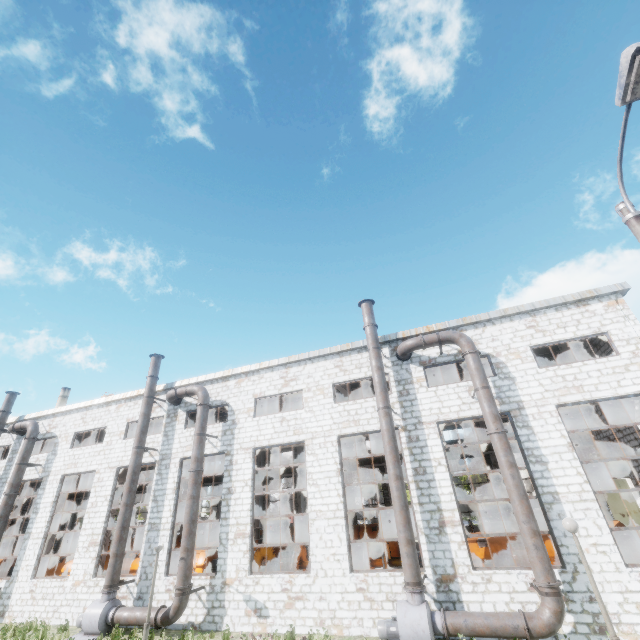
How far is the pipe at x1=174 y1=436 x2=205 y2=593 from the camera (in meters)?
13.40

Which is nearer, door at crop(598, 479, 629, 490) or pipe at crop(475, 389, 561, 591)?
pipe at crop(475, 389, 561, 591)

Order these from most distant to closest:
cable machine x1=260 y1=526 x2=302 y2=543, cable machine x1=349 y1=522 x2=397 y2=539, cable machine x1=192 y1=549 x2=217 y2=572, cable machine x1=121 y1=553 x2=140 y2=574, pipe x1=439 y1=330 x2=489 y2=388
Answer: cable machine x1=260 y1=526 x2=302 y2=543
cable machine x1=349 y1=522 x2=397 y2=539
cable machine x1=121 y1=553 x2=140 y2=574
cable machine x1=192 y1=549 x2=217 y2=572
pipe x1=439 y1=330 x2=489 y2=388

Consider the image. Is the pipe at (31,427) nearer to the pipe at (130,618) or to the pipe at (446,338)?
the pipe at (130,618)

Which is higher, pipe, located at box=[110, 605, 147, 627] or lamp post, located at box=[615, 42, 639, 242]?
lamp post, located at box=[615, 42, 639, 242]

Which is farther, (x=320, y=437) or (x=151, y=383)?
(x=151, y=383)

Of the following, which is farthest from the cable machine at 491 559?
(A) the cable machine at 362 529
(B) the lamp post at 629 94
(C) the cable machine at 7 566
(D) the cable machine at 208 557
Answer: (C) the cable machine at 7 566

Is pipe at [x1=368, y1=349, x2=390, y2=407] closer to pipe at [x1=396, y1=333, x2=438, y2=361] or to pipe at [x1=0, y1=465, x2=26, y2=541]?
pipe at [x1=396, y1=333, x2=438, y2=361]
